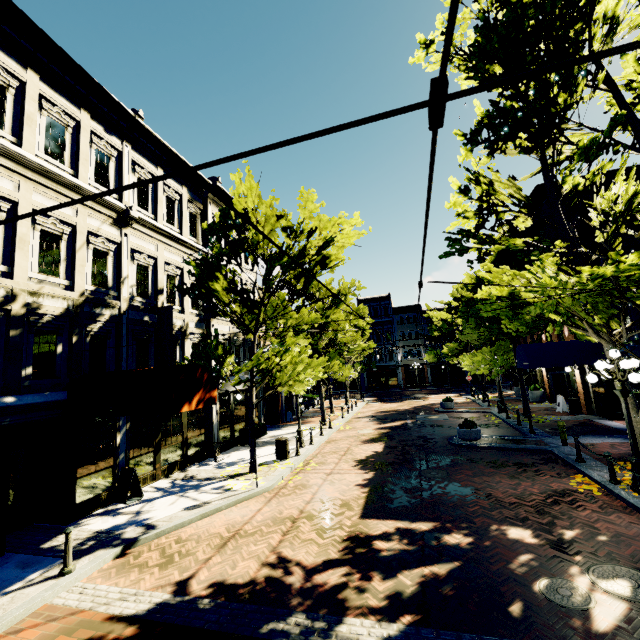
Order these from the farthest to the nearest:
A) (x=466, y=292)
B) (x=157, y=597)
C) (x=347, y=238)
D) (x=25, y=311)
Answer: (x=466, y=292)
(x=347, y=238)
(x=25, y=311)
(x=157, y=597)

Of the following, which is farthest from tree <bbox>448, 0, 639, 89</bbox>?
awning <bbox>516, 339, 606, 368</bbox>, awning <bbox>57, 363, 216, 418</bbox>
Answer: awning <bbox>57, 363, 216, 418</bbox>

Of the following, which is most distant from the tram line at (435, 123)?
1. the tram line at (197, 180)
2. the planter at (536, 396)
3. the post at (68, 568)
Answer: the planter at (536, 396)

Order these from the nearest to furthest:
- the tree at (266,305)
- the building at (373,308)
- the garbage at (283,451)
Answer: the tree at (266,305) < the garbage at (283,451) < the building at (373,308)

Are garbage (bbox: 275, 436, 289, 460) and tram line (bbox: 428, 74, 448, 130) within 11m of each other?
no

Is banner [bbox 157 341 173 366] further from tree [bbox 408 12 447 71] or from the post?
the post

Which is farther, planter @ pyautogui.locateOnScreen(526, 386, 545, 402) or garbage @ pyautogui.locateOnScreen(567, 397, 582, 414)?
planter @ pyautogui.locateOnScreen(526, 386, 545, 402)

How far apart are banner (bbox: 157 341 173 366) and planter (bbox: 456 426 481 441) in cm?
1259
